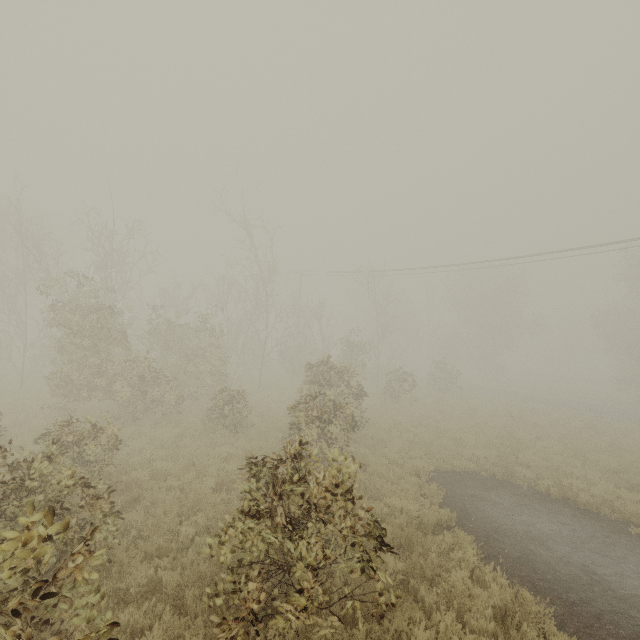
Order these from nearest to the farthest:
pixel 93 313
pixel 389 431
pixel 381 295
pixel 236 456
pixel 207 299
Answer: pixel 236 456
pixel 93 313
pixel 389 431
pixel 207 299
pixel 381 295
